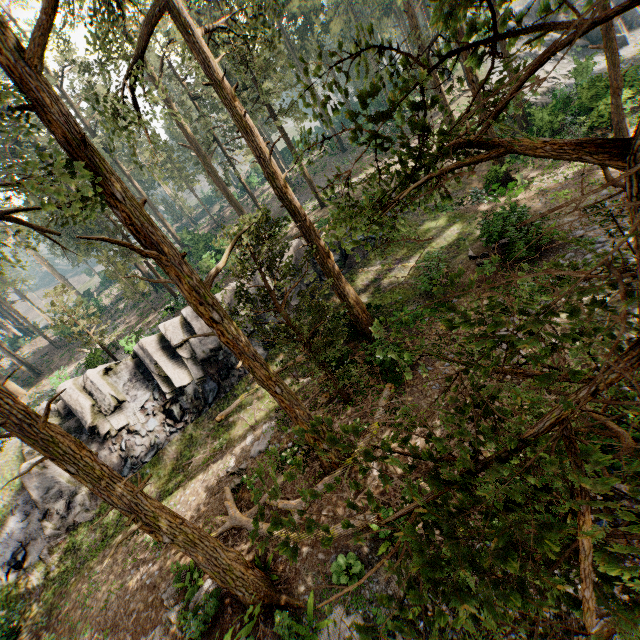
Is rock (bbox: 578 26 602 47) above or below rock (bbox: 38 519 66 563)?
→ above

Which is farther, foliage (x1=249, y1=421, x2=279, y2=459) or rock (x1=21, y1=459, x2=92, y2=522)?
rock (x1=21, y1=459, x2=92, y2=522)

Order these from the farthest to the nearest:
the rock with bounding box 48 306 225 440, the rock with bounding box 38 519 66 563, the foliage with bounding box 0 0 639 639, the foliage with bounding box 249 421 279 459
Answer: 1. the rock with bounding box 48 306 225 440
2. the rock with bounding box 38 519 66 563
3. the foliage with bounding box 249 421 279 459
4. the foliage with bounding box 0 0 639 639

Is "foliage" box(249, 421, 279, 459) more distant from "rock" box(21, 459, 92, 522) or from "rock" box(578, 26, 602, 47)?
"rock" box(21, 459, 92, 522)

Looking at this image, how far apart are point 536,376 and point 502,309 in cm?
51

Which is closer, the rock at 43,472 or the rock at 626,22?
the rock at 43,472

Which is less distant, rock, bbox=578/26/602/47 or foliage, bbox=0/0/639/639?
foliage, bbox=0/0/639/639

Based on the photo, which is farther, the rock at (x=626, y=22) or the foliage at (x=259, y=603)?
the rock at (x=626, y=22)
